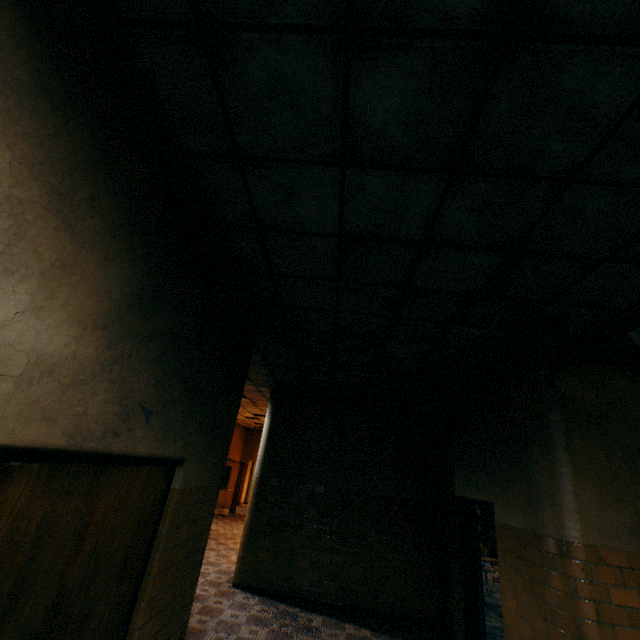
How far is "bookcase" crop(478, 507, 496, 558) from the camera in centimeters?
1256cm

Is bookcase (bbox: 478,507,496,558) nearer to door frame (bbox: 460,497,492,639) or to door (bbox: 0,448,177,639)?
door frame (bbox: 460,497,492,639)

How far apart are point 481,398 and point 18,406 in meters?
5.5 m

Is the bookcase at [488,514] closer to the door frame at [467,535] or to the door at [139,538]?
the door frame at [467,535]

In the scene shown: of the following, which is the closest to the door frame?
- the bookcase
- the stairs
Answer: the stairs

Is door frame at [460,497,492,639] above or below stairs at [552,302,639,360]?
below

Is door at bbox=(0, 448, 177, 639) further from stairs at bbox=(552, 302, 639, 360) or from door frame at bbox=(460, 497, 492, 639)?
door frame at bbox=(460, 497, 492, 639)

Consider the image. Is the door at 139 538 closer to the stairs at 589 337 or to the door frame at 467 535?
the stairs at 589 337
